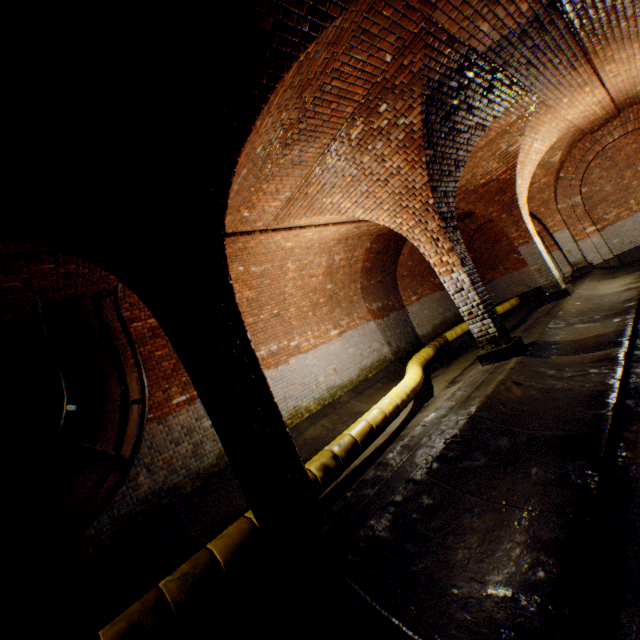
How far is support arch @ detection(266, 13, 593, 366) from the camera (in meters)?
4.48

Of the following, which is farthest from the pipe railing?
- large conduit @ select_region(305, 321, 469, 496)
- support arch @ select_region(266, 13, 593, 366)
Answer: support arch @ select_region(266, 13, 593, 366)

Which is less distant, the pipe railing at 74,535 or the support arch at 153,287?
the support arch at 153,287

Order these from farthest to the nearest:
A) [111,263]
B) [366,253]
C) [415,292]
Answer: [415,292] < [366,253] < [111,263]

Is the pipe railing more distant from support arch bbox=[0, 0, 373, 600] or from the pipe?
support arch bbox=[0, 0, 373, 600]

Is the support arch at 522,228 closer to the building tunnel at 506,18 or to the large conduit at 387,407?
the building tunnel at 506,18

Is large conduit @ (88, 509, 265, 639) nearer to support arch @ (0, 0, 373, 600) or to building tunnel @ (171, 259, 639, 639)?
building tunnel @ (171, 259, 639, 639)

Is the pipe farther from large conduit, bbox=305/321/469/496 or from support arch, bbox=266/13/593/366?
support arch, bbox=266/13/593/366
